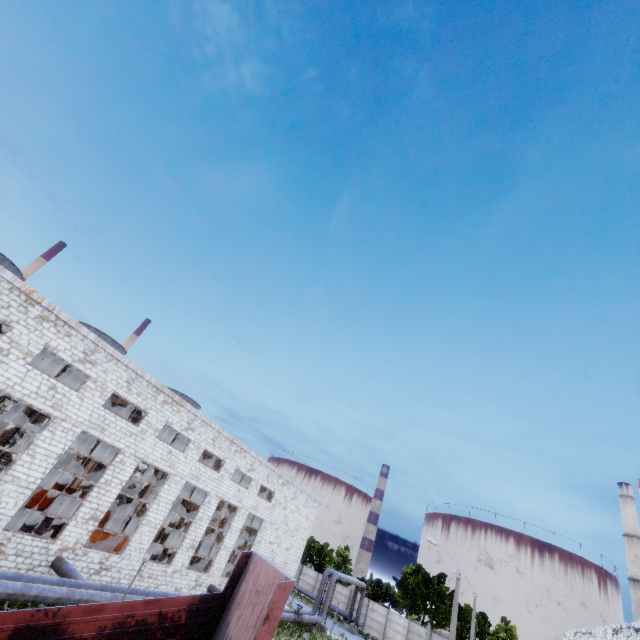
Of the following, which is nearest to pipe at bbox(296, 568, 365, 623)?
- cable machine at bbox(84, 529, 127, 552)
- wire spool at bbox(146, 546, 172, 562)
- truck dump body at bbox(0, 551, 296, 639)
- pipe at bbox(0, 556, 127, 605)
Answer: pipe at bbox(0, 556, 127, 605)

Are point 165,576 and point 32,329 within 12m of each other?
no

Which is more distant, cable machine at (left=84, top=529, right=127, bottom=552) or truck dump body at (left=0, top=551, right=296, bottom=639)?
cable machine at (left=84, top=529, right=127, bottom=552)

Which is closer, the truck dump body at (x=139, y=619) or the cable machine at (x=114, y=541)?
the truck dump body at (x=139, y=619)

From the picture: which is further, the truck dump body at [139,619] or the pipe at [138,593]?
the pipe at [138,593]

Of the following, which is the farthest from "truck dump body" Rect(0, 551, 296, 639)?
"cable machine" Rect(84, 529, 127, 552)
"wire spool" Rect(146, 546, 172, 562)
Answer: "wire spool" Rect(146, 546, 172, 562)

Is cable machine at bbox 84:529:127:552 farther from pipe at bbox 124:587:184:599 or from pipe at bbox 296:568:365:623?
pipe at bbox 296:568:365:623

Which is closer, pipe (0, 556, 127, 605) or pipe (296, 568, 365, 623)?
pipe (0, 556, 127, 605)
